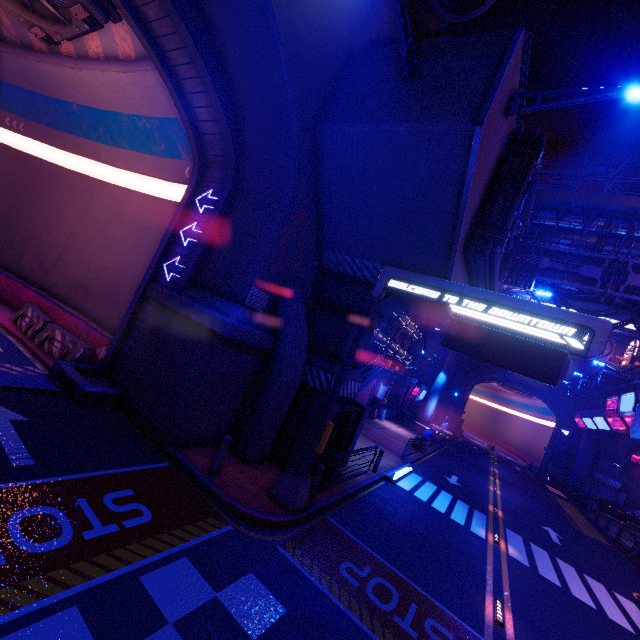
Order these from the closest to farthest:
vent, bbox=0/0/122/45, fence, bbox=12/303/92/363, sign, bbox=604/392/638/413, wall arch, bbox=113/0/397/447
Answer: wall arch, bbox=113/0/397/447
vent, bbox=0/0/122/45
fence, bbox=12/303/92/363
sign, bbox=604/392/638/413

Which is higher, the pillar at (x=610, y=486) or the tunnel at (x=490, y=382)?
the tunnel at (x=490, y=382)

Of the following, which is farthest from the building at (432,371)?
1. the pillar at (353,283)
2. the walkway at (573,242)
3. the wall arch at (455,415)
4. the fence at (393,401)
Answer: the pillar at (353,283)

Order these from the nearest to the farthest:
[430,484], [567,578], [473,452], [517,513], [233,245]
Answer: [233,245], [567,578], [430,484], [517,513], [473,452]

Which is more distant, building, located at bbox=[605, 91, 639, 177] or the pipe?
building, located at bbox=[605, 91, 639, 177]

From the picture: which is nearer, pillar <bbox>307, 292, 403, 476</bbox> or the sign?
pillar <bbox>307, 292, 403, 476</bbox>

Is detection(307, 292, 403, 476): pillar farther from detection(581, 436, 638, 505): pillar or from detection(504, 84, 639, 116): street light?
detection(581, 436, 638, 505): pillar

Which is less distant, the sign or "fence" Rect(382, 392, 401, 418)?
the sign
